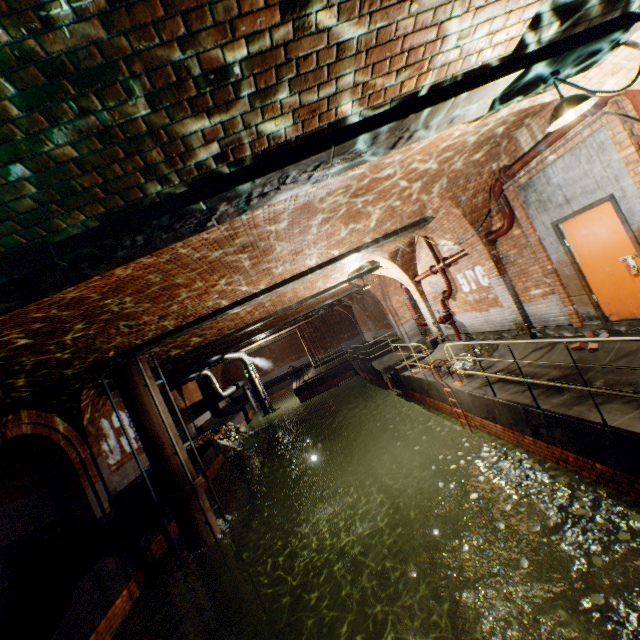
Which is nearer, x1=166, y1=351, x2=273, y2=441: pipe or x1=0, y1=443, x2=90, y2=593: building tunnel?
x1=0, y1=443, x2=90, y2=593: building tunnel

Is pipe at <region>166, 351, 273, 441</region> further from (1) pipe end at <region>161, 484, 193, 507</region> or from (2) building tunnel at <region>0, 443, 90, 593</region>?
(1) pipe end at <region>161, 484, 193, 507</region>

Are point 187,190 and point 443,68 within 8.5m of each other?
yes

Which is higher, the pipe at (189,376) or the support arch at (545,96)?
the support arch at (545,96)

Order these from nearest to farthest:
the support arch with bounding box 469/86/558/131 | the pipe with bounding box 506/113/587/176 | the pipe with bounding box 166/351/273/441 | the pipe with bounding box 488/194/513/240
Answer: the support arch with bounding box 469/86/558/131, the pipe with bounding box 506/113/587/176, the pipe with bounding box 488/194/513/240, the pipe with bounding box 166/351/273/441

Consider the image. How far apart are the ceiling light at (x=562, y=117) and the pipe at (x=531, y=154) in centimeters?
212cm

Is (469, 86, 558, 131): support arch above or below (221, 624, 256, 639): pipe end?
above

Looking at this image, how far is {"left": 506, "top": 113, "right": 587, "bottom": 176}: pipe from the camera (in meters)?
5.14
